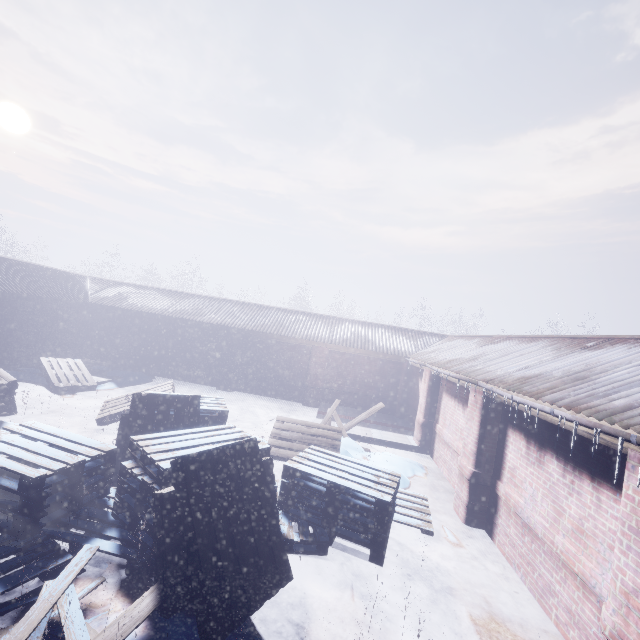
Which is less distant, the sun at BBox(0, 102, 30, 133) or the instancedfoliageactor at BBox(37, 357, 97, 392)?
the instancedfoliageactor at BBox(37, 357, 97, 392)

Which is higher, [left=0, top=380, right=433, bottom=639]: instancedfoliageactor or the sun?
the sun

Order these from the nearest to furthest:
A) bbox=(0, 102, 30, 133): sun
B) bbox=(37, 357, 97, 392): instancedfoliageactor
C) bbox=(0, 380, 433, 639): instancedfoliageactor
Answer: bbox=(0, 380, 433, 639): instancedfoliageactor → bbox=(37, 357, 97, 392): instancedfoliageactor → bbox=(0, 102, 30, 133): sun

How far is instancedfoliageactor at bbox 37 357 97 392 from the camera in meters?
8.4

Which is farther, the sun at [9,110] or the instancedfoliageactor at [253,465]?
the sun at [9,110]

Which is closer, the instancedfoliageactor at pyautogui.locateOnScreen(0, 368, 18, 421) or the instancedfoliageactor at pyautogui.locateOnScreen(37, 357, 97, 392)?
the instancedfoliageactor at pyautogui.locateOnScreen(0, 368, 18, 421)

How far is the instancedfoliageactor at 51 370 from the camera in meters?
8.4

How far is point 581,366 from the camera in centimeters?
439cm
